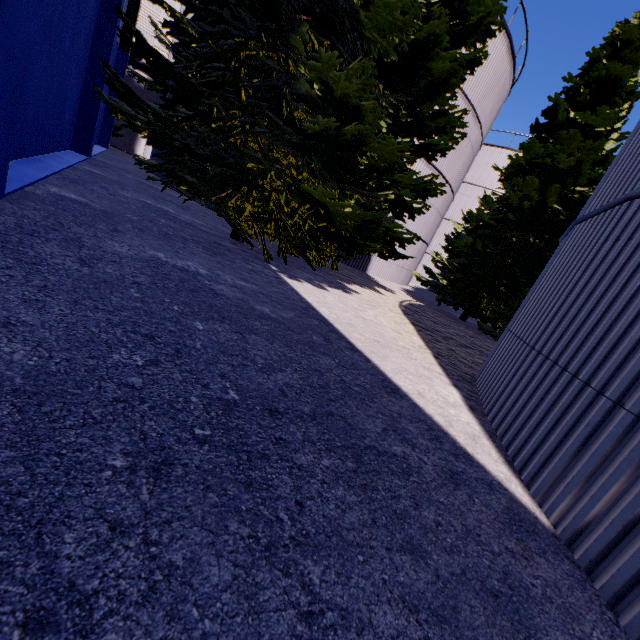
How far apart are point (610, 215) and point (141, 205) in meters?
8.1

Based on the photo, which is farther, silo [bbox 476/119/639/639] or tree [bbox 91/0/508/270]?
tree [bbox 91/0/508/270]

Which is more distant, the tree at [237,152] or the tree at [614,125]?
the tree at [614,125]

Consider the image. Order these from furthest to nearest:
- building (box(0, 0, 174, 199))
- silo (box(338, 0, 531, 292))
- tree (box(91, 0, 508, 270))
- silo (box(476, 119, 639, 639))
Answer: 1. silo (box(338, 0, 531, 292))
2. tree (box(91, 0, 508, 270))
3. building (box(0, 0, 174, 199))
4. silo (box(476, 119, 639, 639))

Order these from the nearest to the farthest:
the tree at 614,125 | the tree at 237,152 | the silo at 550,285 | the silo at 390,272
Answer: the silo at 550,285 → the tree at 237,152 → the tree at 614,125 → the silo at 390,272

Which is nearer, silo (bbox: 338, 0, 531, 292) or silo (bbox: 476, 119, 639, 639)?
silo (bbox: 476, 119, 639, 639)

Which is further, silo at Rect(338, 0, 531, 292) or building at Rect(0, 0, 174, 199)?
silo at Rect(338, 0, 531, 292)

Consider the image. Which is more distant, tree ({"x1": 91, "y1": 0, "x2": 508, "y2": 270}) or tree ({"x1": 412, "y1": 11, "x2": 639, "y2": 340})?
tree ({"x1": 412, "y1": 11, "x2": 639, "y2": 340})
